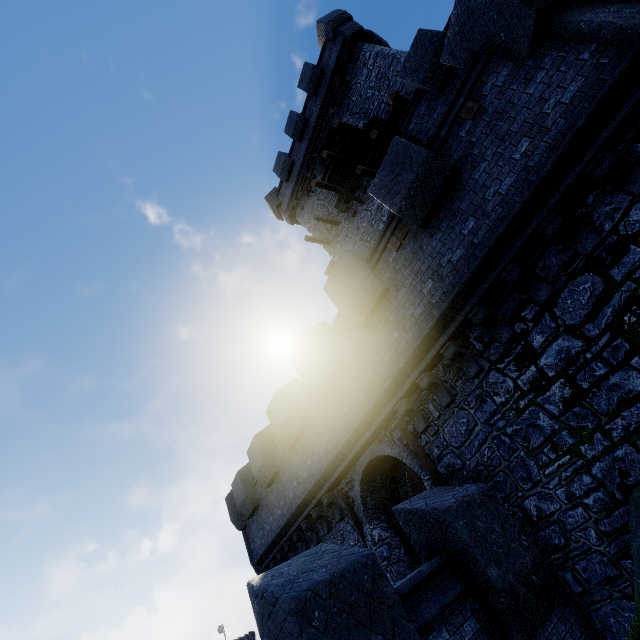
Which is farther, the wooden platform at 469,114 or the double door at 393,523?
the double door at 393,523

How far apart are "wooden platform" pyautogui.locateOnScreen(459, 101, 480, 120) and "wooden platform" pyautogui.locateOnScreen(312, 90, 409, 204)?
8.95m

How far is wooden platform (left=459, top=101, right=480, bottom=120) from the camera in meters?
6.3

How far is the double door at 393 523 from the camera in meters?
9.0

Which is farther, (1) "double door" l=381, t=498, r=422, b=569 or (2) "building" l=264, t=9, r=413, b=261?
(2) "building" l=264, t=9, r=413, b=261

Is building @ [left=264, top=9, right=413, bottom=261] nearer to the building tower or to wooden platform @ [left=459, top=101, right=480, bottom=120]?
the building tower

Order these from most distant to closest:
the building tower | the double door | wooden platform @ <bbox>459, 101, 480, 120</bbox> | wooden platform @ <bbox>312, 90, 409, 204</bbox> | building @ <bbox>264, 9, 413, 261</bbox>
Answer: building @ <bbox>264, 9, 413, 261</bbox> < wooden platform @ <bbox>312, 90, 409, 204</bbox> < the double door < wooden platform @ <bbox>459, 101, 480, 120</bbox> < the building tower

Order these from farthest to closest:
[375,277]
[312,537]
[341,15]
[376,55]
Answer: [341,15] < [376,55] < [312,537] < [375,277]
